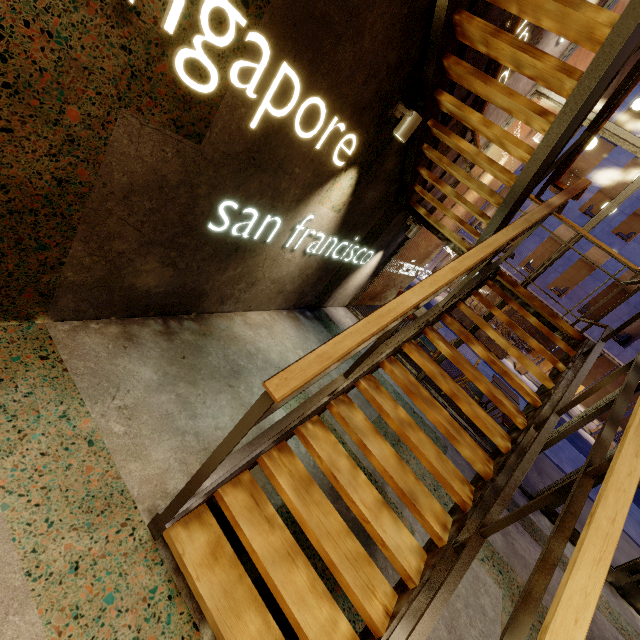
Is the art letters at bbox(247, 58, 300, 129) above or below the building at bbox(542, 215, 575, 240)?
below

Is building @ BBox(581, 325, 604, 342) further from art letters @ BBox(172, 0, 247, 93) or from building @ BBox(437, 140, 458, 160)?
art letters @ BBox(172, 0, 247, 93)

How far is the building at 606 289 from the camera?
17.59m

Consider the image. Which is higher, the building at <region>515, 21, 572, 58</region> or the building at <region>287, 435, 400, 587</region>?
the building at <region>515, 21, 572, 58</region>

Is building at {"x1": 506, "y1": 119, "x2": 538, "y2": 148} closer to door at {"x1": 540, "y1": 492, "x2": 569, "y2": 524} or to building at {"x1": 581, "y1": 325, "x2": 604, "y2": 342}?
door at {"x1": 540, "y1": 492, "x2": 569, "y2": 524}

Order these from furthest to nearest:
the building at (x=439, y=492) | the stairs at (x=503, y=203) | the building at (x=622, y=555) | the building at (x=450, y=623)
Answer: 1. the building at (x=622, y=555)
2. the building at (x=439, y=492)
3. the building at (x=450, y=623)
4. the stairs at (x=503, y=203)

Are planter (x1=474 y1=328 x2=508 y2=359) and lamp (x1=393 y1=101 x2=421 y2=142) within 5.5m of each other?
no

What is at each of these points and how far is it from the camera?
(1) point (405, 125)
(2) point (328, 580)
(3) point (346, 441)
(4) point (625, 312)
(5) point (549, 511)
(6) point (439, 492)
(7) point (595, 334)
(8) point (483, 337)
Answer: (1) lamp, 3.03m
(2) building, 2.19m
(3) building, 3.41m
(4) building, 17.16m
(5) door, 5.07m
(6) building, 3.77m
(7) building, 17.80m
(8) planter, 17.02m
